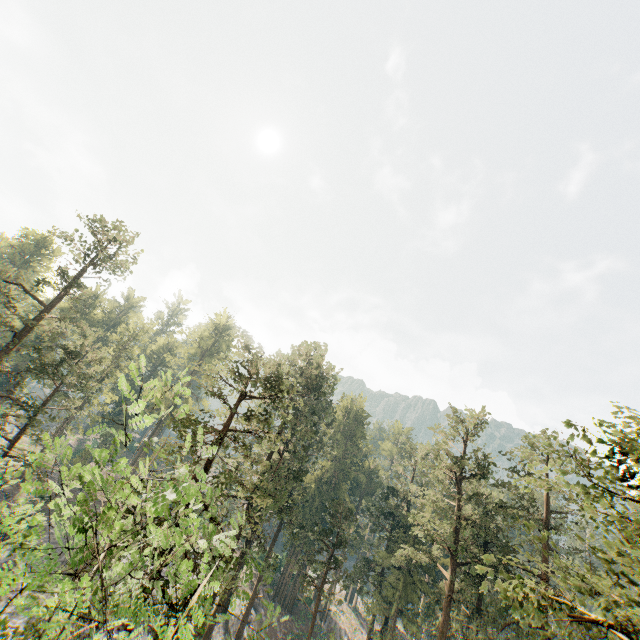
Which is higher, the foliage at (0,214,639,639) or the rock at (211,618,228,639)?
the foliage at (0,214,639,639)

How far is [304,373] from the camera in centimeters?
3806cm

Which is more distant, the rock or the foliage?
the rock

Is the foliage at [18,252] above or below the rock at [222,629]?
above

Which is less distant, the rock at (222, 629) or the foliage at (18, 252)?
the foliage at (18, 252)
